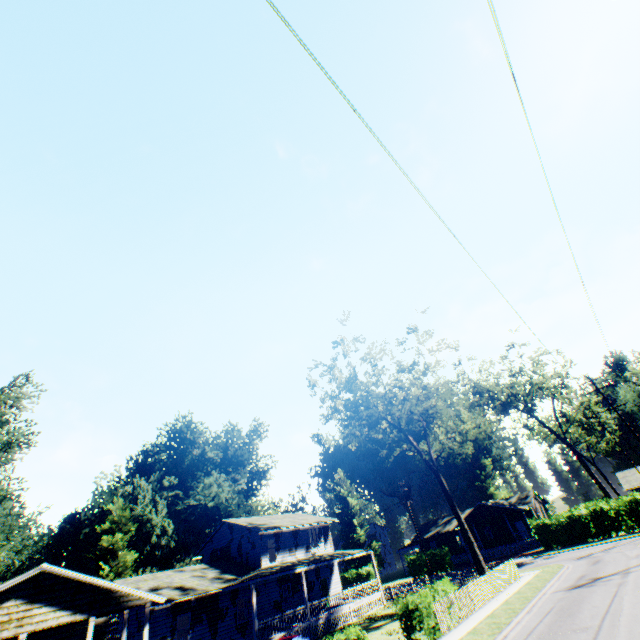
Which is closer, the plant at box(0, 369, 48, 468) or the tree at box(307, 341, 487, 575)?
the tree at box(307, 341, 487, 575)

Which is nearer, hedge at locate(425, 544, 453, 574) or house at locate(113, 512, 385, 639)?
house at locate(113, 512, 385, 639)

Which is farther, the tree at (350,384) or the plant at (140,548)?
the plant at (140,548)

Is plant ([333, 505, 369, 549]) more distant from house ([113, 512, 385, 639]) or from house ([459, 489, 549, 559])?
house ([113, 512, 385, 639])

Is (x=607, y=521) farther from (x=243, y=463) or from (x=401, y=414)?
(x=243, y=463)

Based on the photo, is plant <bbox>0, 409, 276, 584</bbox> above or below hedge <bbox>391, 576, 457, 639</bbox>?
above

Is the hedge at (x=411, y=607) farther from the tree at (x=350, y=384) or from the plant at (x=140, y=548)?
the plant at (x=140, y=548)

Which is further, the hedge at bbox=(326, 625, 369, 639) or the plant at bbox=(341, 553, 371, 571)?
the plant at bbox=(341, 553, 371, 571)
